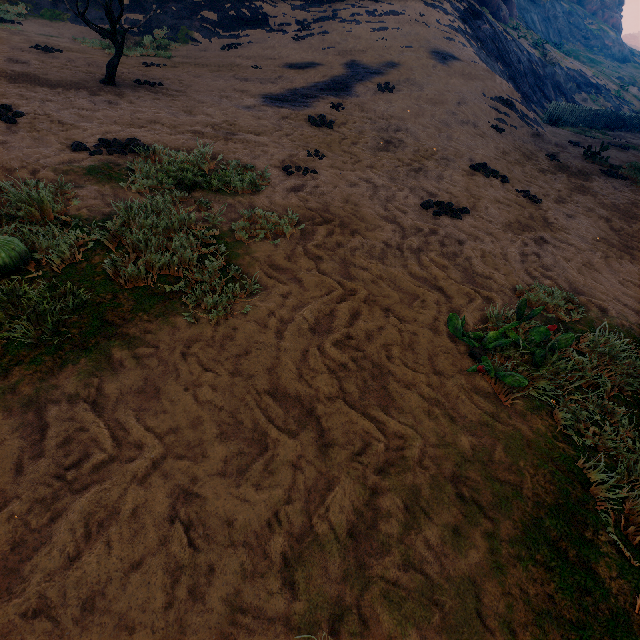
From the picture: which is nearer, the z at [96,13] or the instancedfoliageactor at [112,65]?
the instancedfoliageactor at [112,65]

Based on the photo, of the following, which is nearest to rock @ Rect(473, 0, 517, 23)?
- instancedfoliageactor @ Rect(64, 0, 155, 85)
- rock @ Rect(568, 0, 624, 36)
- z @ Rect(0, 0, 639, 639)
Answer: z @ Rect(0, 0, 639, 639)

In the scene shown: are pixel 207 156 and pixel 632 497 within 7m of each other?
yes

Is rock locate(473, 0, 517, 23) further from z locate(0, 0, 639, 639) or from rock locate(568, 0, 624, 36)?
rock locate(568, 0, 624, 36)

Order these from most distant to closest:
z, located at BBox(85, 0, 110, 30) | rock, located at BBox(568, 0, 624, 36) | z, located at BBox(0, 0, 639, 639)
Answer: rock, located at BBox(568, 0, 624, 36) < z, located at BBox(85, 0, 110, 30) < z, located at BBox(0, 0, 639, 639)

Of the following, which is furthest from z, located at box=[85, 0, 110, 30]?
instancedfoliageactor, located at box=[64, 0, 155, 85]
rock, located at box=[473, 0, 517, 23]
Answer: rock, located at box=[473, 0, 517, 23]

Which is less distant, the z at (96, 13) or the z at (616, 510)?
the z at (616, 510)

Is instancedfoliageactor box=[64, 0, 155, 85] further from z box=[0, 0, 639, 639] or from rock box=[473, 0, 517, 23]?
rock box=[473, 0, 517, 23]
